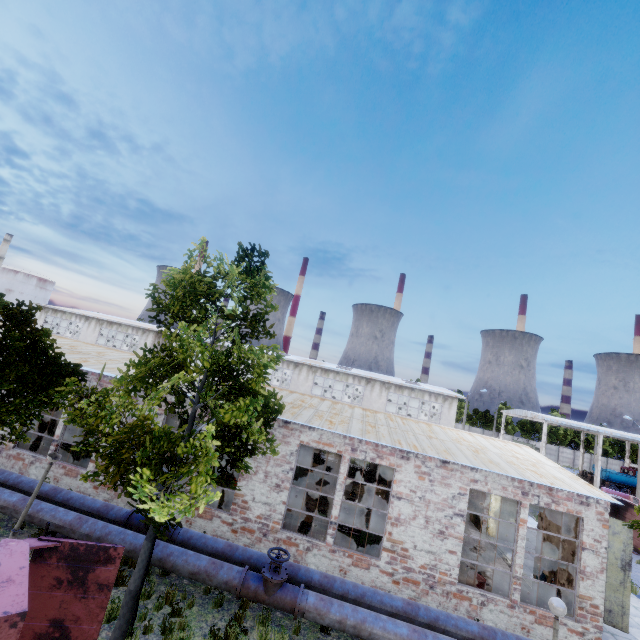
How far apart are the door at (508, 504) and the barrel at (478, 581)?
8.2 meters

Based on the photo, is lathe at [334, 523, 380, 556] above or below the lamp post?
below

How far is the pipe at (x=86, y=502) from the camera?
9.2m

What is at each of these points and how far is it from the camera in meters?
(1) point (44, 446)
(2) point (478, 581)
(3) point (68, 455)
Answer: (1) lathe, 14.8
(2) barrel, 11.4
(3) lathe, 14.6

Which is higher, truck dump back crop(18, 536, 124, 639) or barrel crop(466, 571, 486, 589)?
truck dump back crop(18, 536, 124, 639)

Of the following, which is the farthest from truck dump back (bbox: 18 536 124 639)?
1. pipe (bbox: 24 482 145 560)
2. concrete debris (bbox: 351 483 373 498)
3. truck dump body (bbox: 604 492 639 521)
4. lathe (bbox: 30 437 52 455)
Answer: truck dump body (bbox: 604 492 639 521)

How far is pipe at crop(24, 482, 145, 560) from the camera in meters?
9.2

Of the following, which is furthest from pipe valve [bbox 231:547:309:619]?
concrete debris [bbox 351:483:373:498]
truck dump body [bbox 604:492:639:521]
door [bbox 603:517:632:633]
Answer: truck dump body [bbox 604:492:639:521]
